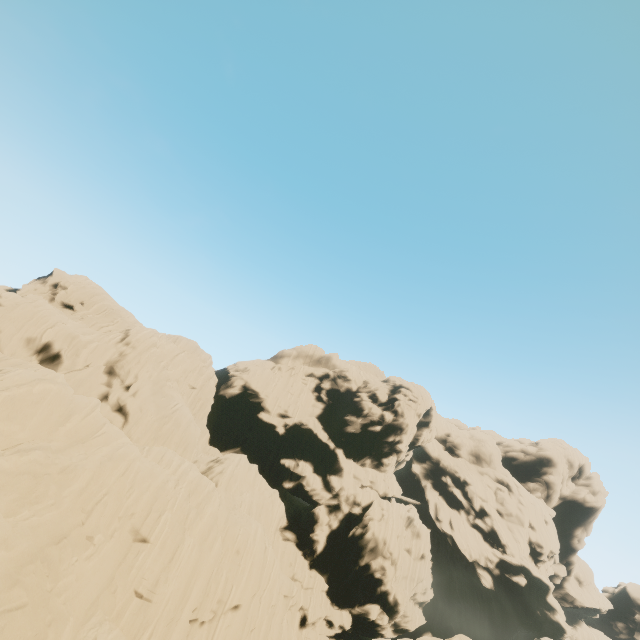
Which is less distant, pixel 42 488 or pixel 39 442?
pixel 42 488
